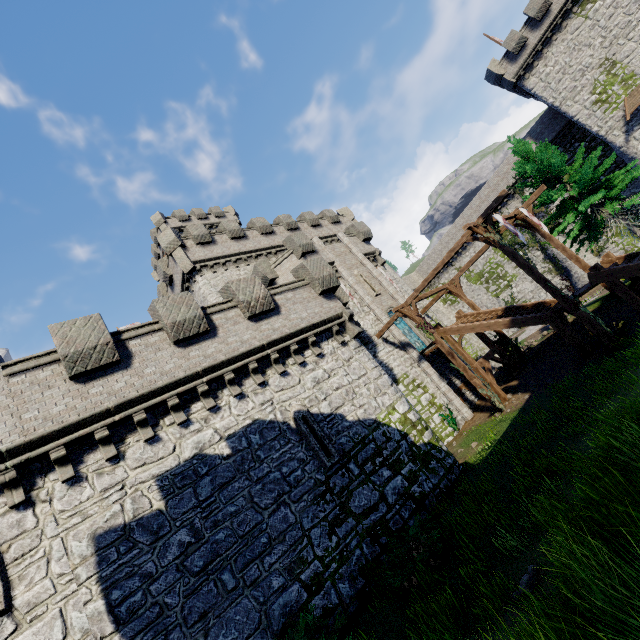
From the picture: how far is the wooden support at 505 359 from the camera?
18.21m

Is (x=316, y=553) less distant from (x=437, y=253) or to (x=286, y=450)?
(x=286, y=450)

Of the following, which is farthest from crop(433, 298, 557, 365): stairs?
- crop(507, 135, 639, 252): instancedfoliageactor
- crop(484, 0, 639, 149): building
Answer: crop(484, 0, 639, 149): building

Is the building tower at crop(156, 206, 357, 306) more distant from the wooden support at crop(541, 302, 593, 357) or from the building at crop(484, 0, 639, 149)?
the building at crop(484, 0, 639, 149)

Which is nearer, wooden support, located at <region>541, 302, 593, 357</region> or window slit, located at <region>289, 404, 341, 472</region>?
window slit, located at <region>289, 404, 341, 472</region>

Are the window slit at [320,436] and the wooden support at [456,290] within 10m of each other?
no

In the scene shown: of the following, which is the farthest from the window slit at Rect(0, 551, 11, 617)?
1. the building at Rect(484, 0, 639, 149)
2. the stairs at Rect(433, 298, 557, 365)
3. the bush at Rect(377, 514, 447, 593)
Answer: the building at Rect(484, 0, 639, 149)

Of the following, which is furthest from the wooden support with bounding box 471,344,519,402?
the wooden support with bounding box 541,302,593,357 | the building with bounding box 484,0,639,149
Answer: the building with bounding box 484,0,639,149
